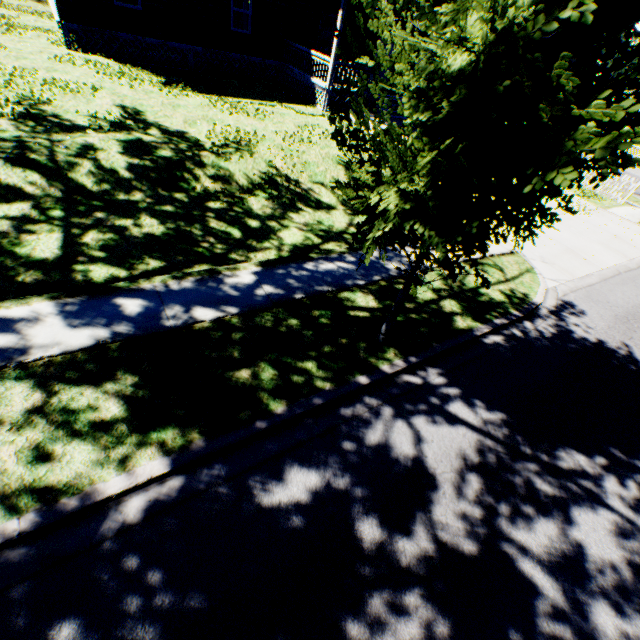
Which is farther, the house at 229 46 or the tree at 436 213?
the house at 229 46

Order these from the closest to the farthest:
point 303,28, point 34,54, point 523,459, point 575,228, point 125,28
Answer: point 523,459
point 34,54
point 575,228
point 125,28
point 303,28

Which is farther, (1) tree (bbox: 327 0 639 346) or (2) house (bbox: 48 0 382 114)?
(2) house (bbox: 48 0 382 114)
